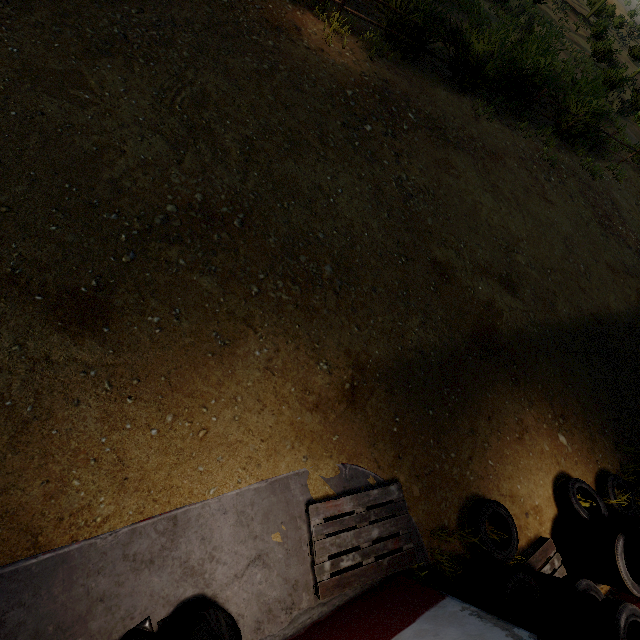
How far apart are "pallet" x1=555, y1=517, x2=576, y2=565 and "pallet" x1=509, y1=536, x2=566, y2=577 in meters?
0.3 m

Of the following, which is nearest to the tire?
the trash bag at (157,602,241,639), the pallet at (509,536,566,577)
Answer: the pallet at (509,536,566,577)

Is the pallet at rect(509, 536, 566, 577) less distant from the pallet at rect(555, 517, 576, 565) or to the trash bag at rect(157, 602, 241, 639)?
the pallet at rect(555, 517, 576, 565)

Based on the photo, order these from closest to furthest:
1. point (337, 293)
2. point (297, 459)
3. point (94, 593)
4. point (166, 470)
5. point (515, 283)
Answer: point (94, 593) < point (166, 470) < point (297, 459) < point (337, 293) < point (515, 283)

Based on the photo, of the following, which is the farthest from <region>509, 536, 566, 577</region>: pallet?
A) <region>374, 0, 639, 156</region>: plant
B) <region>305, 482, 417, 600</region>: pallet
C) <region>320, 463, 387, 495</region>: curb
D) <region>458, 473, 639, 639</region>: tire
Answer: <region>374, 0, 639, 156</region>: plant

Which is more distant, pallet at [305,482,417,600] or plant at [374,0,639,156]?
plant at [374,0,639,156]

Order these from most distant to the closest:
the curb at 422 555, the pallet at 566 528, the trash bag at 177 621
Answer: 1. the pallet at 566 528
2. the curb at 422 555
3. the trash bag at 177 621

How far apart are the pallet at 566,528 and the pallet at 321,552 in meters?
2.7
